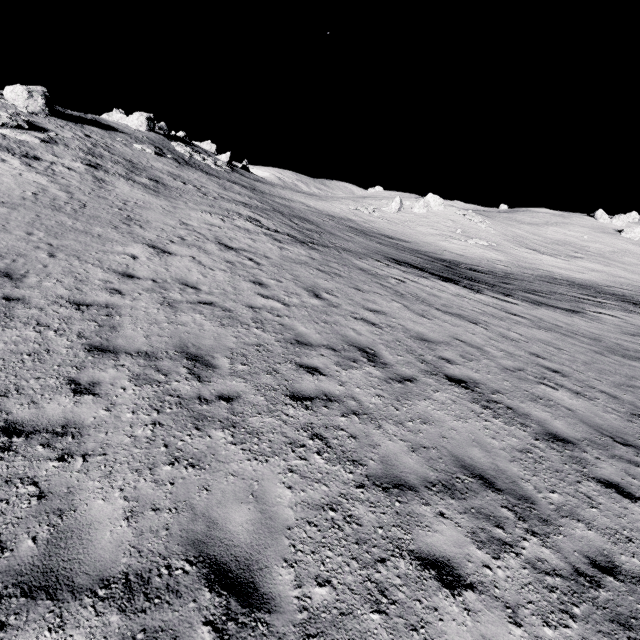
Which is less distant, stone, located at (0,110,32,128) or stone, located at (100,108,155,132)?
stone, located at (0,110,32,128)

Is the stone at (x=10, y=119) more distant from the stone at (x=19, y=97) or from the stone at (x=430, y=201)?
the stone at (x=430, y=201)

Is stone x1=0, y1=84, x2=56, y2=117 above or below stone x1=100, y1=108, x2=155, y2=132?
below

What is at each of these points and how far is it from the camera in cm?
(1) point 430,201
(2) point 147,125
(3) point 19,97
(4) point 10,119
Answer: (1) stone, 5209
(2) stone, 4478
(3) stone, 2739
(4) stone, 2275

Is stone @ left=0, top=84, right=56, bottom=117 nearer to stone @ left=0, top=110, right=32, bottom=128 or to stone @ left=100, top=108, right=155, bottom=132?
stone @ left=0, top=110, right=32, bottom=128

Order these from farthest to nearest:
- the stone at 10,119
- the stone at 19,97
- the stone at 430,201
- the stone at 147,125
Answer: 1. the stone at 430,201
2. the stone at 147,125
3. the stone at 19,97
4. the stone at 10,119

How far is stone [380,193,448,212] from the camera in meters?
49.6 m

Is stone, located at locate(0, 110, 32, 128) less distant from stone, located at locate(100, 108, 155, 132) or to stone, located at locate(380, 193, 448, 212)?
stone, located at locate(100, 108, 155, 132)
